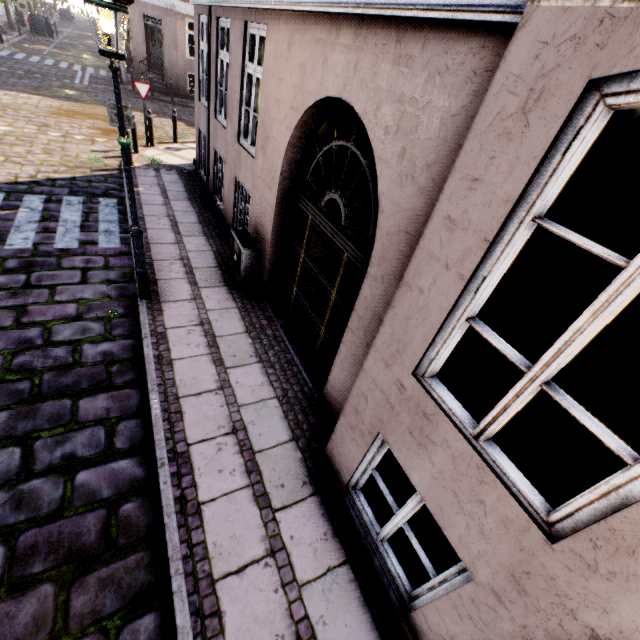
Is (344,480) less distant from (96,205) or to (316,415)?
(316,415)

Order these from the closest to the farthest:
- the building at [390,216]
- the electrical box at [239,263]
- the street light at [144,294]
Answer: the building at [390,216] < the street light at [144,294] < the electrical box at [239,263]

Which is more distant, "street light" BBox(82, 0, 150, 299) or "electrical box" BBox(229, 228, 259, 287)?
"electrical box" BBox(229, 228, 259, 287)

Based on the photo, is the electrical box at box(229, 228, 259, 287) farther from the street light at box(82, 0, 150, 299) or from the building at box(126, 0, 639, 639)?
the street light at box(82, 0, 150, 299)

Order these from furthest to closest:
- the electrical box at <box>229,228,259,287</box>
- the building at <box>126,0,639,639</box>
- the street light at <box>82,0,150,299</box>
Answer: the electrical box at <box>229,228,259,287</box> → the street light at <box>82,0,150,299</box> → the building at <box>126,0,639,639</box>

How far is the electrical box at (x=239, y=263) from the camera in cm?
571

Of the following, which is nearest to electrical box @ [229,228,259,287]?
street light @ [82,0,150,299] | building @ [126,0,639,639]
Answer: building @ [126,0,639,639]
